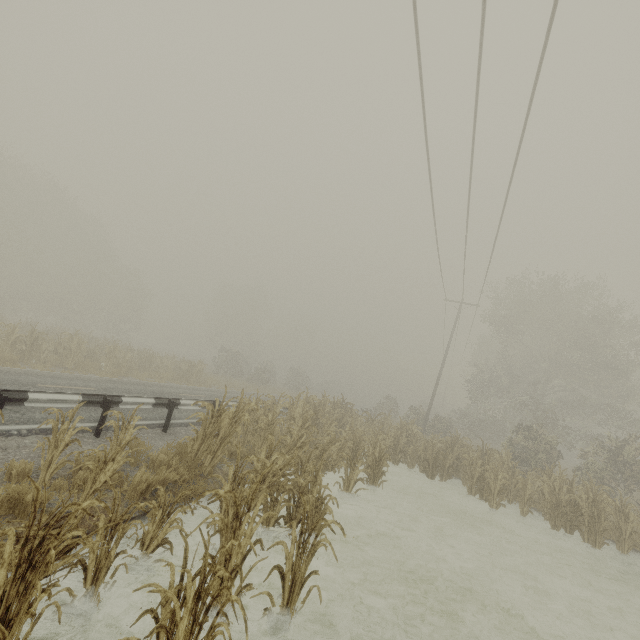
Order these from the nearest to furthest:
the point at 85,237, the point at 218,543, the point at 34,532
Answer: the point at 34,532
the point at 218,543
the point at 85,237

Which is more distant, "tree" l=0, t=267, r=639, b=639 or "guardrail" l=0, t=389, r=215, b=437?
"guardrail" l=0, t=389, r=215, b=437

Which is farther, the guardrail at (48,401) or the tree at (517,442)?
the guardrail at (48,401)
